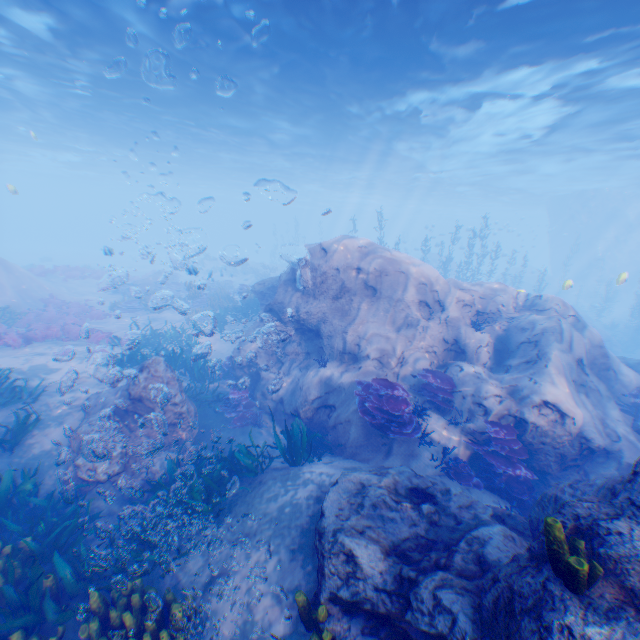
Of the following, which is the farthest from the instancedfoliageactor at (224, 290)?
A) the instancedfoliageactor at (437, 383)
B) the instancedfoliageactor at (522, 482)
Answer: the instancedfoliageactor at (522, 482)

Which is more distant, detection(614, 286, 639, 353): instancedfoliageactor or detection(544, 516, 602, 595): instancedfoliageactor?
detection(614, 286, 639, 353): instancedfoliageactor

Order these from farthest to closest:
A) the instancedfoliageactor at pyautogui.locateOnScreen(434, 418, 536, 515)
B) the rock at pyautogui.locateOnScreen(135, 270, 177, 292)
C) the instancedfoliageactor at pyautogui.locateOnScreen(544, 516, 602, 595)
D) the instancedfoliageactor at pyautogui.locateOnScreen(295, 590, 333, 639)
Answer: the rock at pyautogui.locateOnScreen(135, 270, 177, 292) → the instancedfoliageactor at pyautogui.locateOnScreen(434, 418, 536, 515) → the instancedfoliageactor at pyautogui.locateOnScreen(295, 590, 333, 639) → the instancedfoliageactor at pyautogui.locateOnScreen(544, 516, 602, 595)

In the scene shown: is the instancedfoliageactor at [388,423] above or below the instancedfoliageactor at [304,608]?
above

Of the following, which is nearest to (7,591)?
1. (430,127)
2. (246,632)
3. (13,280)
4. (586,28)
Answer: A: (246,632)

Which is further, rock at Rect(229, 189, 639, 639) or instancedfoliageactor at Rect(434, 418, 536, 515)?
instancedfoliageactor at Rect(434, 418, 536, 515)

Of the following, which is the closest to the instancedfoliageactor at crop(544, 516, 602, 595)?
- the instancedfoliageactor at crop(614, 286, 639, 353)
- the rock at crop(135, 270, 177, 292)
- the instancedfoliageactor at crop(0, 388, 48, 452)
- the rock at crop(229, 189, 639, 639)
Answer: the rock at crop(229, 189, 639, 639)

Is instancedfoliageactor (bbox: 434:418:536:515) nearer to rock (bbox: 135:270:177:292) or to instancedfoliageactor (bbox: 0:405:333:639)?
instancedfoliageactor (bbox: 0:405:333:639)
